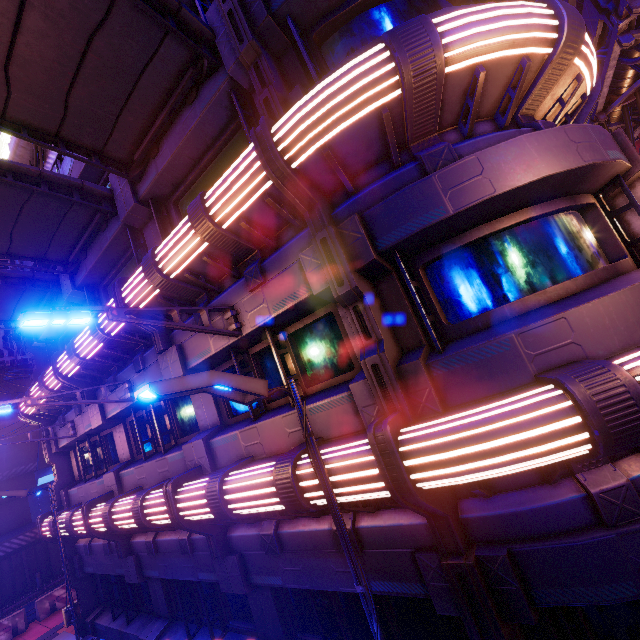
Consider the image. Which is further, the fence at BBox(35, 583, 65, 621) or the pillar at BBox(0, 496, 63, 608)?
the pillar at BBox(0, 496, 63, 608)

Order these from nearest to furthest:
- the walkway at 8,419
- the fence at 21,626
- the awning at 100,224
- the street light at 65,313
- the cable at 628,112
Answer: the street light at 65,313 < the awning at 100,224 < the cable at 628,112 < the fence at 21,626 < the walkway at 8,419

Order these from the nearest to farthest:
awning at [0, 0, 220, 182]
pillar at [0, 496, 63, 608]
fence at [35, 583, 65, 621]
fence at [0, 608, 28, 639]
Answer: awning at [0, 0, 220, 182], fence at [0, 608, 28, 639], fence at [35, 583, 65, 621], pillar at [0, 496, 63, 608]

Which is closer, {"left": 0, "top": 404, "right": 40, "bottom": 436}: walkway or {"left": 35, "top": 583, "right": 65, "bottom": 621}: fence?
{"left": 35, "top": 583, "right": 65, "bottom": 621}: fence

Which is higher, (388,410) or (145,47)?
(145,47)

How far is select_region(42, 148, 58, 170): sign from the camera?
11.0 meters

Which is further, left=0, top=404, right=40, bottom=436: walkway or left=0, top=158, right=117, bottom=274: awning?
left=0, top=404, right=40, bottom=436: walkway

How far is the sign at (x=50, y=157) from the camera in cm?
1097
